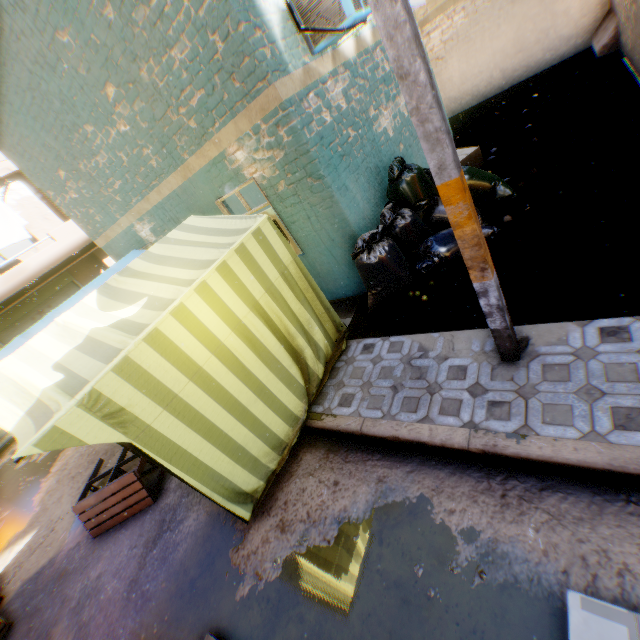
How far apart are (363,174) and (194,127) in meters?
2.6

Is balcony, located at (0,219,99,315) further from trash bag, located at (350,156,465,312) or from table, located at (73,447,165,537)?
trash bag, located at (350,156,465,312)

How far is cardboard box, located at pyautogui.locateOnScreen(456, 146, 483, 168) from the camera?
6.60m

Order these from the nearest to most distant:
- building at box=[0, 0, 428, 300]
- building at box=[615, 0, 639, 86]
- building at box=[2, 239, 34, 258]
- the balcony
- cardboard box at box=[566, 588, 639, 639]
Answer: cardboard box at box=[566, 588, 639, 639] → building at box=[0, 0, 428, 300] → building at box=[615, 0, 639, 86] → the balcony → building at box=[2, 239, 34, 258]

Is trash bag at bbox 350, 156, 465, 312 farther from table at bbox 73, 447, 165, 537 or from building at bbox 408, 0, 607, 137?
table at bbox 73, 447, 165, 537

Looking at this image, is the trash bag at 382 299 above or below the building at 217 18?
below

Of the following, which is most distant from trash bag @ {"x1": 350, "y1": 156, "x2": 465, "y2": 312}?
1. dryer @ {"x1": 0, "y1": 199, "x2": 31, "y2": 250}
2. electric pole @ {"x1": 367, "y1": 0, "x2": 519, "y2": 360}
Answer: dryer @ {"x1": 0, "y1": 199, "x2": 31, "y2": 250}

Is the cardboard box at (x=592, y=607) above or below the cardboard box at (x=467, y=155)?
below
